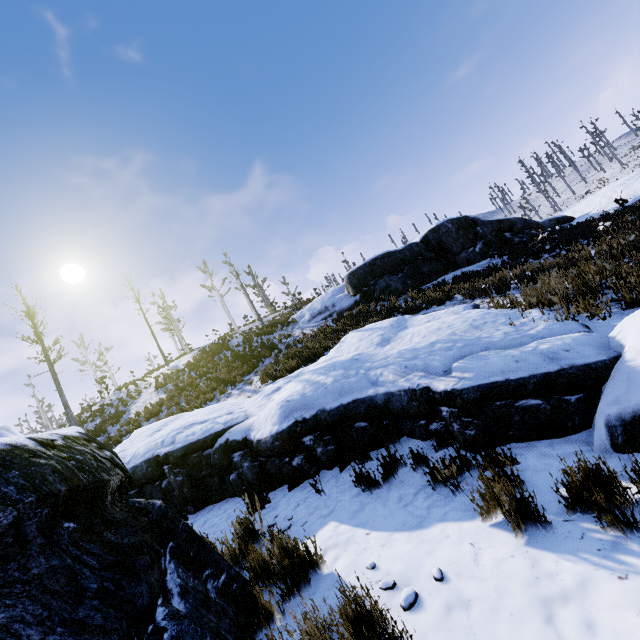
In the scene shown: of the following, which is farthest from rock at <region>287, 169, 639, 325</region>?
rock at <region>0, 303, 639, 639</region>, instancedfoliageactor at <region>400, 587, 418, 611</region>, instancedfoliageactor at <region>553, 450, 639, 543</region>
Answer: instancedfoliageactor at <region>400, 587, 418, 611</region>

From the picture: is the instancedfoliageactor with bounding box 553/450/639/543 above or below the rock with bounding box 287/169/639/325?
below

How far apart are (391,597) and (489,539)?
1.0m

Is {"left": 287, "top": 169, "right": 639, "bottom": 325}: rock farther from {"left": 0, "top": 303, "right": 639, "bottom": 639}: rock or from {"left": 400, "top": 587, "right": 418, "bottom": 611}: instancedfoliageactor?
{"left": 400, "top": 587, "right": 418, "bottom": 611}: instancedfoliageactor

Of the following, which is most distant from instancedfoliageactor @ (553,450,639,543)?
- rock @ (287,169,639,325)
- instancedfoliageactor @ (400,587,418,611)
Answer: rock @ (287,169,639,325)

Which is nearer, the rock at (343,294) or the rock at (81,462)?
the rock at (81,462)

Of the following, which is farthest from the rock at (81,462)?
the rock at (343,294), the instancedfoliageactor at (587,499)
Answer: the rock at (343,294)

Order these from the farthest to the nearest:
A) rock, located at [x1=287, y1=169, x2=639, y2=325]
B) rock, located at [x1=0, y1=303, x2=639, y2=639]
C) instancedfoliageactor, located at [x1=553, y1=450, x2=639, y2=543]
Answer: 1. rock, located at [x1=287, y1=169, x2=639, y2=325]
2. instancedfoliageactor, located at [x1=553, y1=450, x2=639, y2=543]
3. rock, located at [x1=0, y1=303, x2=639, y2=639]
